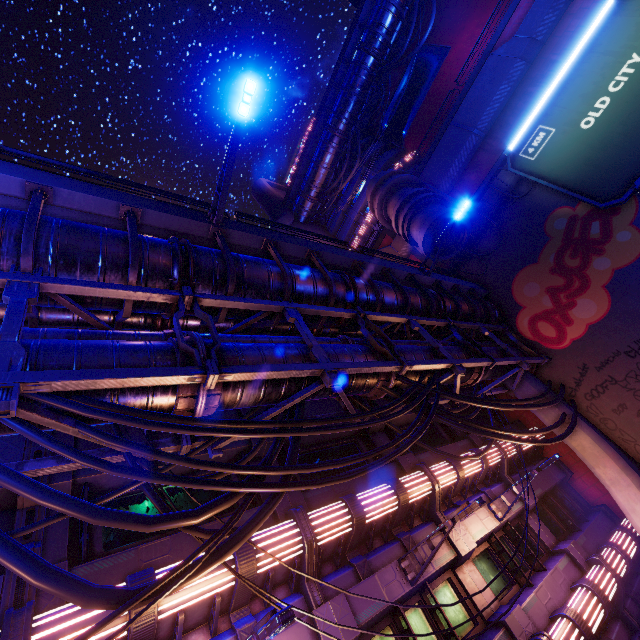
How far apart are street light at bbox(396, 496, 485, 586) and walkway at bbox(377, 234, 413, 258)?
19.29m

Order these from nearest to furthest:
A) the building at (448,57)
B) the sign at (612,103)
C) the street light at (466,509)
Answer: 1. the street light at (466,509)
2. the sign at (612,103)
3. the building at (448,57)

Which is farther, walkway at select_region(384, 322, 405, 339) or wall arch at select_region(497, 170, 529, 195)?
wall arch at select_region(497, 170, 529, 195)

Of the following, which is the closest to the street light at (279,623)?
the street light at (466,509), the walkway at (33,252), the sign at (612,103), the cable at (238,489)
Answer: the cable at (238,489)

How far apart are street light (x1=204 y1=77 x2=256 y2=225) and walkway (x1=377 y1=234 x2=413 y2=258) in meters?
17.8

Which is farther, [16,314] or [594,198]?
[594,198]

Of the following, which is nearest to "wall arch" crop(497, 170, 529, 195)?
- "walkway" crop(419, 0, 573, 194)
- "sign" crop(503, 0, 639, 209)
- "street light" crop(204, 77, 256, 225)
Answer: "sign" crop(503, 0, 639, 209)

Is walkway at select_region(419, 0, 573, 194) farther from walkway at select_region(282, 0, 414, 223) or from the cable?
walkway at select_region(282, 0, 414, 223)
